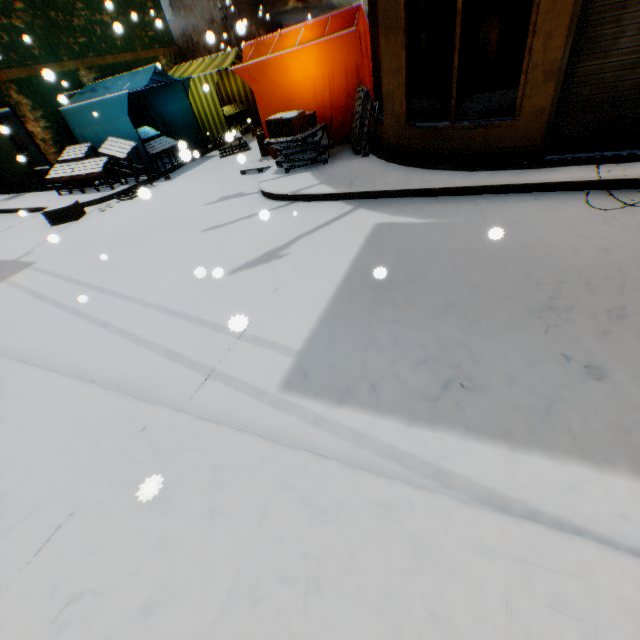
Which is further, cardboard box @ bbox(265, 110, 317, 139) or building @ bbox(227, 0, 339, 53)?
building @ bbox(227, 0, 339, 53)

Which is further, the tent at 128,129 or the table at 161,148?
the table at 161,148

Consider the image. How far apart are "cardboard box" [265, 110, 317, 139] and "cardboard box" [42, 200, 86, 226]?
3.88m

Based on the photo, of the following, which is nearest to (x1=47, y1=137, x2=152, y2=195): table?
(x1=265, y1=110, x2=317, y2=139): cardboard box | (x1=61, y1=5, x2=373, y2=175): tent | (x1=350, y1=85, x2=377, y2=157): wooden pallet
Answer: (x1=61, y1=5, x2=373, y2=175): tent

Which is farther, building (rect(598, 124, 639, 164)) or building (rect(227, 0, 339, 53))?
building (rect(227, 0, 339, 53))

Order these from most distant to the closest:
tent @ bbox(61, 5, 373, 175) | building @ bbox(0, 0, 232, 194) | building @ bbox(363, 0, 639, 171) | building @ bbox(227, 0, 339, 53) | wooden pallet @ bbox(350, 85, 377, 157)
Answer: building @ bbox(227, 0, 339, 53) < building @ bbox(0, 0, 232, 194) < tent @ bbox(61, 5, 373, 175) < wooden pallet @ bbox(350, 85, 377, 157) < building @ bbox(363, 0, 639, 171)

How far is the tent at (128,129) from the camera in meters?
7.3

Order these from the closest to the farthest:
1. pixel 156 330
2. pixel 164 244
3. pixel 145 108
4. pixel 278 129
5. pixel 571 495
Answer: pixel 571 495
pixel 156 330
pixel 164 244
pixel 278 129
pixel 145 108
